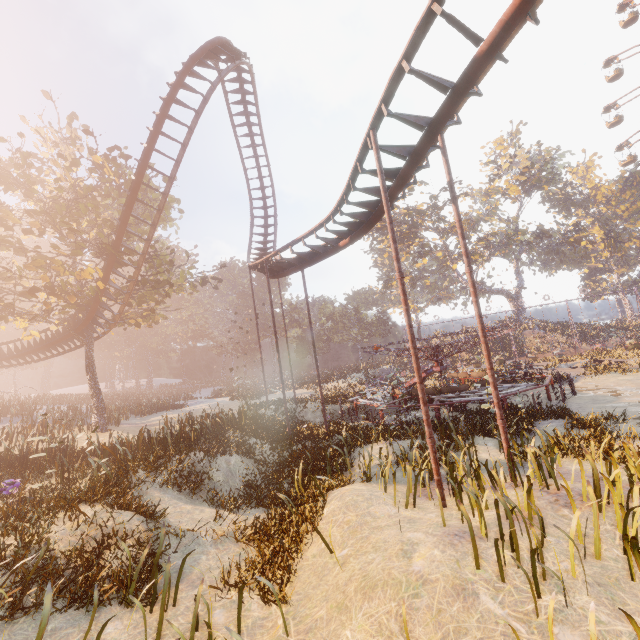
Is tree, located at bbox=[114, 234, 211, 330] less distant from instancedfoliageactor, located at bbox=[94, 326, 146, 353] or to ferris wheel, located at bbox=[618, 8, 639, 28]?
instancedfoliageactor, located at bbox=[94, 326, 146, 353]

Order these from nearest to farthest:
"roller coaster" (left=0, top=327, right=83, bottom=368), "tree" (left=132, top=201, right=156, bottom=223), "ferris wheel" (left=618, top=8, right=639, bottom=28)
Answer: "tree" (left=132, top=201, right=156, bottom=223)
"roller coaster" (left=0, top=327, right=83, bottom=368)
"ferris wheel" (left=618, top=8, right=639, bottom=28)

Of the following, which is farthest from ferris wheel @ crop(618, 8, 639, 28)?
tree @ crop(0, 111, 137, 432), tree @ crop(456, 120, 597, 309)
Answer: tree @ crop(0, 111, 137, 432)

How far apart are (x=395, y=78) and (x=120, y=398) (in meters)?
50.78

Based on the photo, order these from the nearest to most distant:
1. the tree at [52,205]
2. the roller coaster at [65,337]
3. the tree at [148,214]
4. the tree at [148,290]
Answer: the tree at [52,205], the tree at [148,290], the tree at [148,214], the roller coaster at [65,337]

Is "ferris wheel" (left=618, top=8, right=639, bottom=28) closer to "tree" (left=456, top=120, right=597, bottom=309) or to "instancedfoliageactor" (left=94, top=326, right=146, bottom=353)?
"tree" (left=456, top=120, right=597, bottom=309)

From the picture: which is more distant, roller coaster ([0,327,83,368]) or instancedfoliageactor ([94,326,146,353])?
instancedfoliageactor ([94,326,146,353])

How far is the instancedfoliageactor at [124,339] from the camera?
55.6 meters
